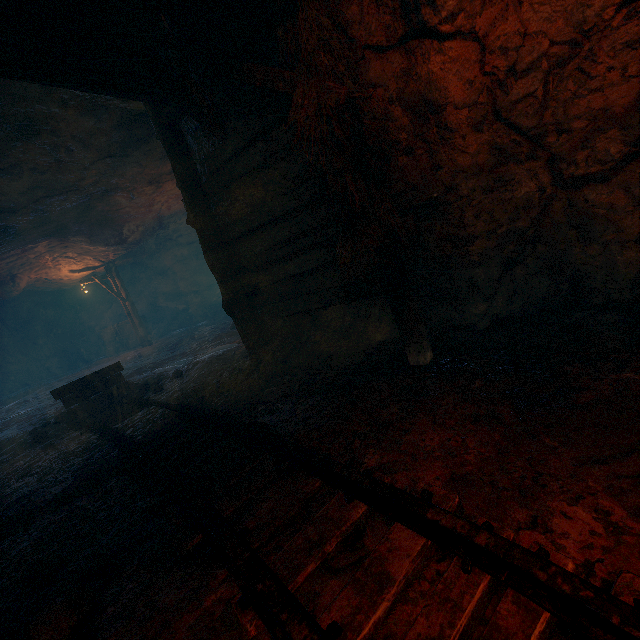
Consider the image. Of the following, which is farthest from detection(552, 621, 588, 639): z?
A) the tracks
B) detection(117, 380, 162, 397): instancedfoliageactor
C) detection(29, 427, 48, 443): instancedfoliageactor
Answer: detection(29, 427, 48, 443): instancedfoliageactor

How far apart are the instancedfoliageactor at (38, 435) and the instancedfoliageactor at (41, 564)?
4.5m

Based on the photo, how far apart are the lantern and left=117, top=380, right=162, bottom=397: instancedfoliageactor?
11.0m

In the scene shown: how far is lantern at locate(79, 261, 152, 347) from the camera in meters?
15.9

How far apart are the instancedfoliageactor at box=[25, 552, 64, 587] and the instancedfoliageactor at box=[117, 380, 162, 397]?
4.53m

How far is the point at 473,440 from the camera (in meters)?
2.16

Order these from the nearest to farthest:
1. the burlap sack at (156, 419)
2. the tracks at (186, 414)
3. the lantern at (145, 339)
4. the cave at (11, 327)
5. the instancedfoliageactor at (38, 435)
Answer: the tracks at (186, 414)
the burlap sack at (156, 419)
the instancedfoliageactor at (38, 435)
the lantern at (145, 339)
the cave at (11, 327)

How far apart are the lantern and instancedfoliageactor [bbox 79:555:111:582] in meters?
16.8
